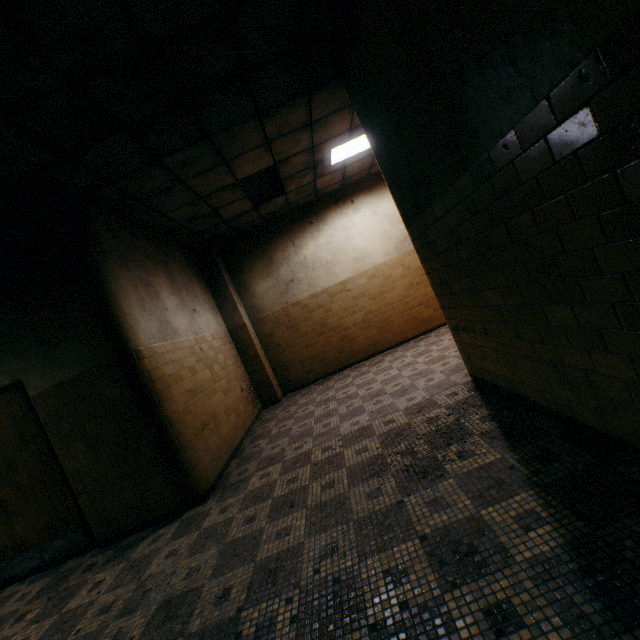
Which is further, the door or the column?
the column

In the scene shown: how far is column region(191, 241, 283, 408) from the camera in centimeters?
724cm

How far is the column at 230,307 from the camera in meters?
7.2 m

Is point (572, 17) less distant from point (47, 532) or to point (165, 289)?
point (165, 289)

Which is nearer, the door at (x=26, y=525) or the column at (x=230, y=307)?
the door at (x=26, y=525)
